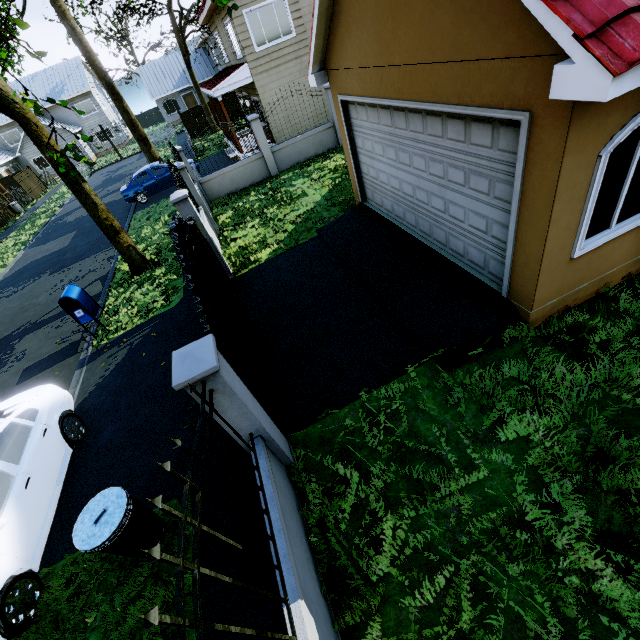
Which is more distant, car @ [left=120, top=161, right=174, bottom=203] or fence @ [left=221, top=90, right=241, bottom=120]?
fence @ [left=221, top=90, right=241, bottom=120]

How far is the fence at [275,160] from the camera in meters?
8.2

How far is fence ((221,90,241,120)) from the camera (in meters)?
28.65

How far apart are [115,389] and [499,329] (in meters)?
7.70

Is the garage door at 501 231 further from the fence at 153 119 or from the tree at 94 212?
the fence at 153 119

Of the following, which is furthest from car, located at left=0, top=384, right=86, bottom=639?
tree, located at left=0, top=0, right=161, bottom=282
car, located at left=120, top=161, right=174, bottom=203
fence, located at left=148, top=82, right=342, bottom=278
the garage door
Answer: car, located at left=120, top=161, right=174, bottom=203

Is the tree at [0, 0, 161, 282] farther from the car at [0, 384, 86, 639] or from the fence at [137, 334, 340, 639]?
the car at [0, 384, 86, 639]

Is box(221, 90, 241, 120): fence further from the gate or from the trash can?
the trash can
